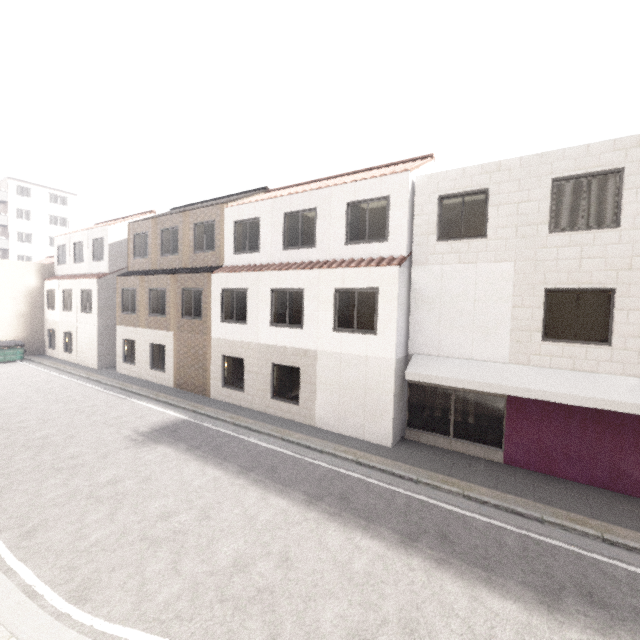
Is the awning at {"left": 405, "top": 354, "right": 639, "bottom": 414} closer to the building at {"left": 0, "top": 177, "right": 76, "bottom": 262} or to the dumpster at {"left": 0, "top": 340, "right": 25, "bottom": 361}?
the dumpster at {"left": 0, "top": 340, "right": 25, "bottom": 361}

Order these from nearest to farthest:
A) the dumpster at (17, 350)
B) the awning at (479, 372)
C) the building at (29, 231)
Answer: the awning at (479, 372), the dumpster at (17, 350), the building at (29, 231)

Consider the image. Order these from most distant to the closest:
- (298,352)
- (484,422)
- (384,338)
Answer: (298,352) → (384,338) → (484,422)

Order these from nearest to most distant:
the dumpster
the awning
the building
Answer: the awning
the dumpster
the building

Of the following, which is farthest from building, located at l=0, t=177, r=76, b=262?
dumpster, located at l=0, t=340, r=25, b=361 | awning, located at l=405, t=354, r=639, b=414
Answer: awning, located at l=405, t=354, r=639, b=414

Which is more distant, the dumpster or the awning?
the dumpster

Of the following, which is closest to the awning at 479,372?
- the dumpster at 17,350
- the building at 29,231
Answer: the dumpster at 17,350
